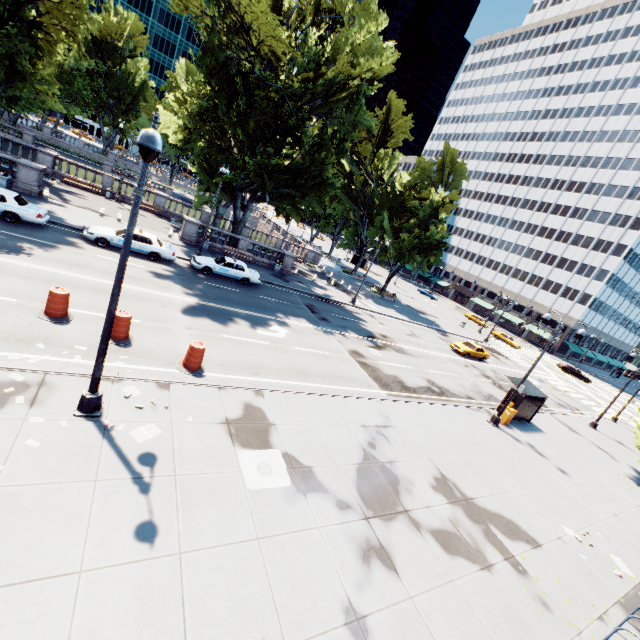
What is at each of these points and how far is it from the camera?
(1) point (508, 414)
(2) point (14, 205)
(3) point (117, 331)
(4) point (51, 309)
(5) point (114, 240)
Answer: (1) box, 20.03m
(2) vehicle, 17.67m
(3) traffic cone, 11.98m
(4) traffic cone, 11.66m
(5) vehicle, 20.25m

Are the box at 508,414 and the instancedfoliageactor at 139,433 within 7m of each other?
no

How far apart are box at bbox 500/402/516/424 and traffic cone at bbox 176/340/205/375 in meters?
18.2

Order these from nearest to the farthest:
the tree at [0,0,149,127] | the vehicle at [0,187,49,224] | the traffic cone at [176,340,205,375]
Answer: the traffic cone at [176,340,205,375], the vehicle at [0,187,49,224], the tree at [0,0,149,127]

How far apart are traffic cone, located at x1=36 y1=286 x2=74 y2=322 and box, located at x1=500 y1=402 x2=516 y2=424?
23.2 meters

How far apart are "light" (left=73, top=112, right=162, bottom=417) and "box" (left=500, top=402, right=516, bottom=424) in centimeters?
A: 2124cm

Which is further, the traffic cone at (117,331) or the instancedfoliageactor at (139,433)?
the traffic cone at (117,331)

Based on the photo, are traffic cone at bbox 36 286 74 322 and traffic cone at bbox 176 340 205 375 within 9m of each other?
yes
